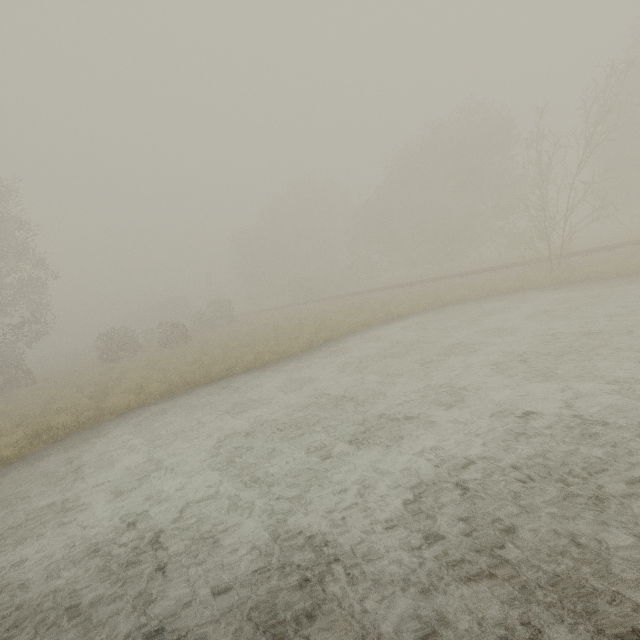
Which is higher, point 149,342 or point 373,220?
point 373,220

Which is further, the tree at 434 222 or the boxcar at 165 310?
the boxcar at 165 310

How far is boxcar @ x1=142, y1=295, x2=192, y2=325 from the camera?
53.2m

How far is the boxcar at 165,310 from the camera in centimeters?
5316cm

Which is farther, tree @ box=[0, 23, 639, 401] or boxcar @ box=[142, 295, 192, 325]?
boxcar @ box=[142, 295, 192, 325]
